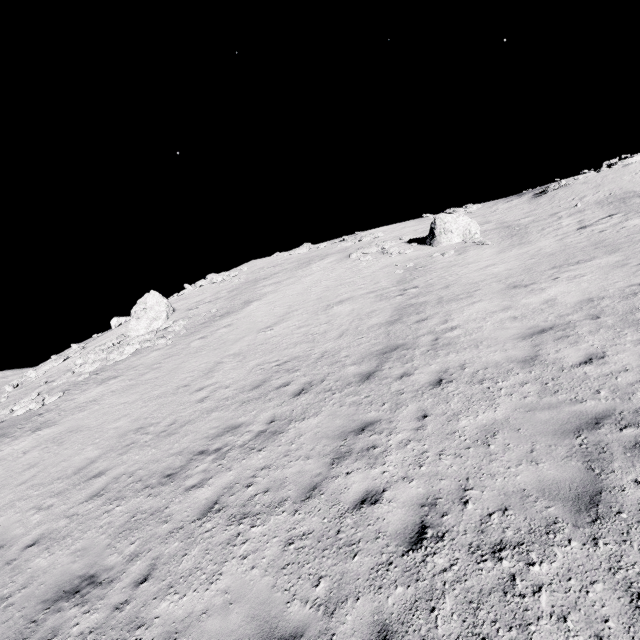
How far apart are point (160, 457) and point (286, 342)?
7.00m

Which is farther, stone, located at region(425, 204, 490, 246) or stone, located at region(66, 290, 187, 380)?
stone, located at region(425, 204, 490, 246)

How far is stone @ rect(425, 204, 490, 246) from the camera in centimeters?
2214cm

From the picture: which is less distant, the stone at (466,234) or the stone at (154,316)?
the stone at (154,316)

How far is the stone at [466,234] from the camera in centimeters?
2214cm

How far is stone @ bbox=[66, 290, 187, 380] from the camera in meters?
20.8 m
